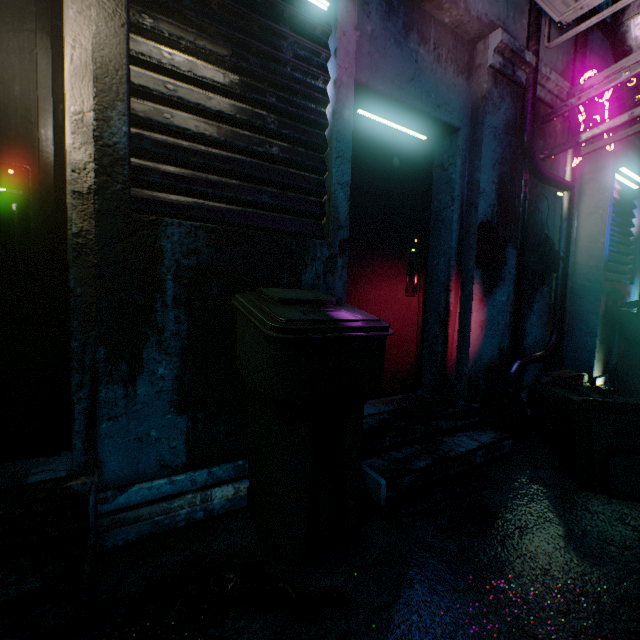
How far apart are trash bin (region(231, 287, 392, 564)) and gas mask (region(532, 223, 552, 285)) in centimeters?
218cm

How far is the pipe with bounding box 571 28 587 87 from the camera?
2.9 meters

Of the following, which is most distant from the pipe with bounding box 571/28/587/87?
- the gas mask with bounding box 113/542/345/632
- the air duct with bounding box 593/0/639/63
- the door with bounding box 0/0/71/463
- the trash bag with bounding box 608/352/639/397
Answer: the door with bounding box 0/0/71/463

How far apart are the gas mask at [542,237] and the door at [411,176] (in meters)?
0.97

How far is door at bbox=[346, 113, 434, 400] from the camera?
2.3 meters

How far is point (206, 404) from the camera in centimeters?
150cm

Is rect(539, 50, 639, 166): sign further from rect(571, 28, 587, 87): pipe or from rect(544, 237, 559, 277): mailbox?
rect(544, 237, 559, 277): mailbox

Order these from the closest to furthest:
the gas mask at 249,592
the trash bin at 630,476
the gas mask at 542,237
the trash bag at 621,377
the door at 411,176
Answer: the gas mask at 249,592 → the trash bin at 630,476 → the door at 411,176 → the gas mask at 542,237 → the trash bag at 621,377
